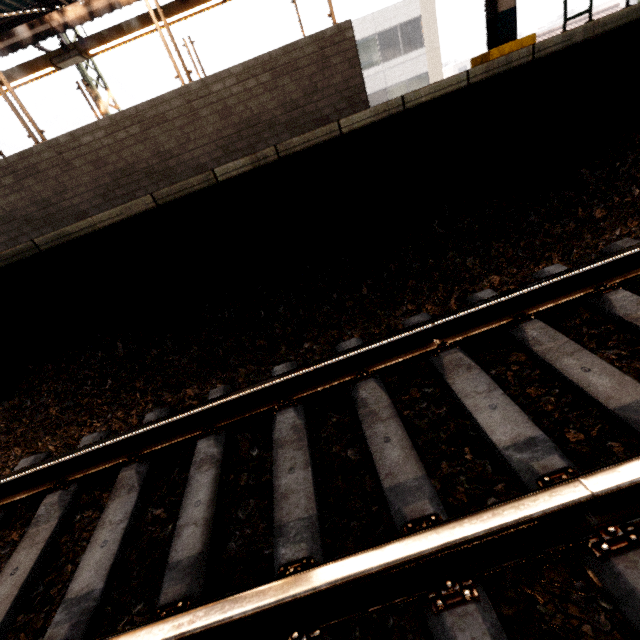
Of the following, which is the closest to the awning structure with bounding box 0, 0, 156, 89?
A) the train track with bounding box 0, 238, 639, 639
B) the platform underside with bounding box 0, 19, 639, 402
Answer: the platform underside with bounding box 0, 19, 639, 402

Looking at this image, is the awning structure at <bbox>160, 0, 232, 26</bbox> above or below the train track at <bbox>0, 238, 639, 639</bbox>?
above

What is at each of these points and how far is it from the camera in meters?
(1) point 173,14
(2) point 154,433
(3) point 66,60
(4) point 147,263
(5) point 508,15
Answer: (1) awning structure, 6.6
(2) train track, 2.0
(3) awning structure, 6.7
(4) platform underside, 2.8
(5) awning structure, 5.2

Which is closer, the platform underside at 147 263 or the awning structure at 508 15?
the platform underside at 147 263

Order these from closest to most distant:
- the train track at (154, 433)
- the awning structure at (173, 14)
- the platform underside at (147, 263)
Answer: the train track at (154, 433)
the platform underside at (147, 263)
the awning structure at (173, 14)

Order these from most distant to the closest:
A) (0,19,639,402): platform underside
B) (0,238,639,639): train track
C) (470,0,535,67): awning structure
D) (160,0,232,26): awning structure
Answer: (160,0,232,26): awning structure
(470,0,535,67): awning structure
(0,19,639,402): platform underside
(0,238,639,639): train track

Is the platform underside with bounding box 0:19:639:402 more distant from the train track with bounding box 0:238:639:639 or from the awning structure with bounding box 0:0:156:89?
the awning structure with bounding box 0:0:156:89
